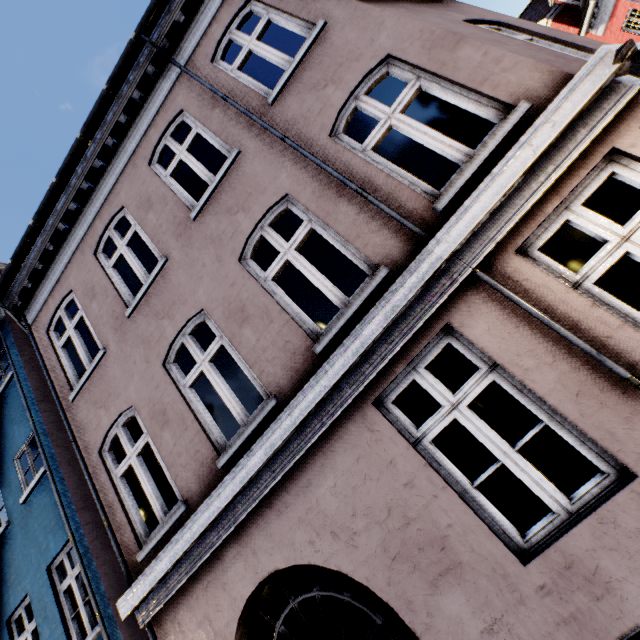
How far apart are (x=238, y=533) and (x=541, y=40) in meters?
7.7

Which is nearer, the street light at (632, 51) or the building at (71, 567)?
the street light at (632, 51)

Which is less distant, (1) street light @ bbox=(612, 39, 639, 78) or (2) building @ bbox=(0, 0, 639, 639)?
(1) street light @ bbox=(612, 39, 639, 78)
